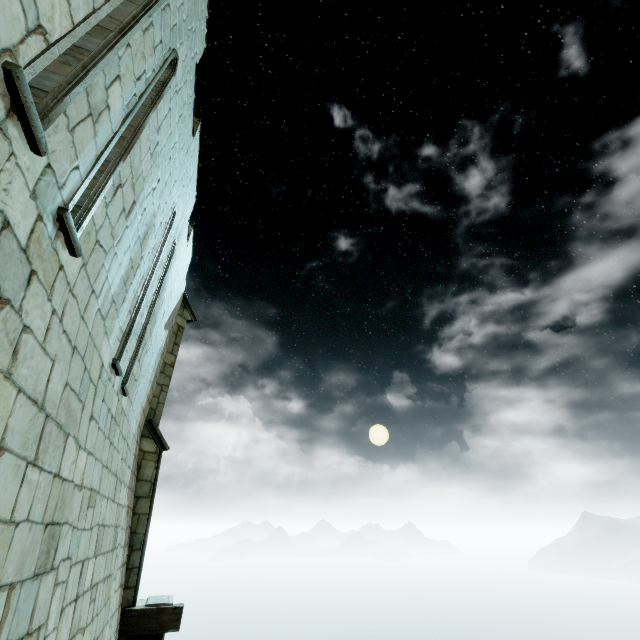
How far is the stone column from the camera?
7.5m

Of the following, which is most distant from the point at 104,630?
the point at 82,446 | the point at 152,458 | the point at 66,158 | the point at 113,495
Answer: the point at 66,158

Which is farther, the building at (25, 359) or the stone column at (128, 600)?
the stone column at (128, 600)

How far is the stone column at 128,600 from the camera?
7.5 meters

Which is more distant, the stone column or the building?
the stone column
